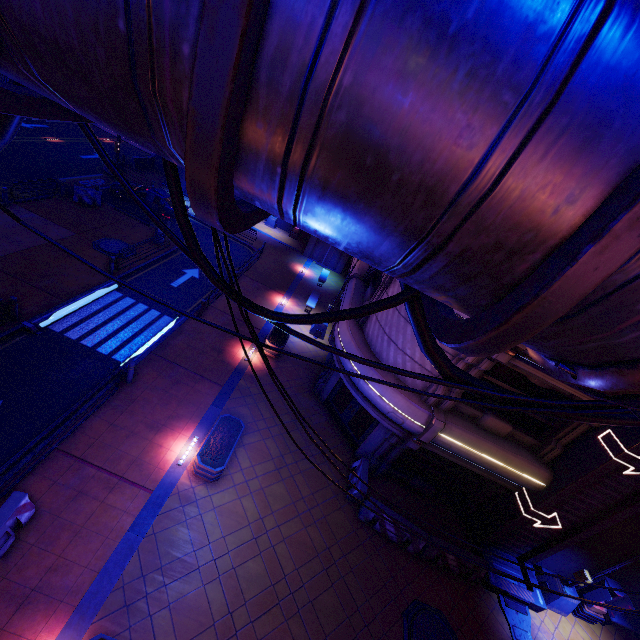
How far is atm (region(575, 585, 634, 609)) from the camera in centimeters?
1211cm

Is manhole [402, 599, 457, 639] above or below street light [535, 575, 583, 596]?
below

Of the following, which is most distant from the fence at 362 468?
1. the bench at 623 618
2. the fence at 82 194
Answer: the fence at 82 194

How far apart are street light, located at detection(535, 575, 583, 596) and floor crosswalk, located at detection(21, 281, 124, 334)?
22.2m

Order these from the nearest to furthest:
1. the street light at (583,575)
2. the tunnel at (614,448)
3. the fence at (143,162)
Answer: the tunnel at (614,448) < the street light at (583,575) < the fence at (143,162)

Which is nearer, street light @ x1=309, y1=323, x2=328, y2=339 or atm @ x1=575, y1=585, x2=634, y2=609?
atm @ x1=575, y1=585, x2=634, y2=609

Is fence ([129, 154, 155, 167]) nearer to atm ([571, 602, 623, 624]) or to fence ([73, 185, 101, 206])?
fence ([73, 185, 101, 206])

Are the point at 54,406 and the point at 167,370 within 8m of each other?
yes
